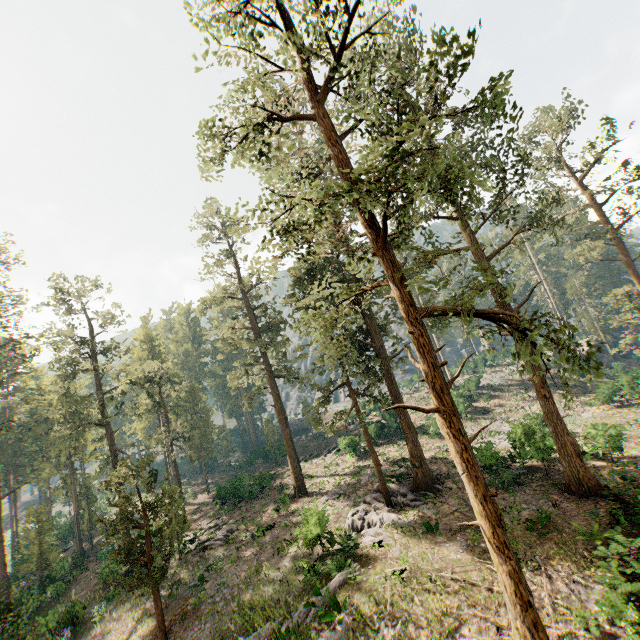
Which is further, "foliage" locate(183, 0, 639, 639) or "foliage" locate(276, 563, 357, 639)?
"foliage" locate(276, 563, 357, 639)

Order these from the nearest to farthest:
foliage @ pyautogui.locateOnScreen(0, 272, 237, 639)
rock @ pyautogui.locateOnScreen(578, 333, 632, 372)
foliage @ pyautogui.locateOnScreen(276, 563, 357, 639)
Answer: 1. foliage @ pyautogui.locateOnScreen(276, 563, 357, 639)
2. foliage @ pyautogui.locateOnScreen(0, 272, 237, 639)
3. rock @ pyautogui.locateOnScreen(578, 333, 632, 372)

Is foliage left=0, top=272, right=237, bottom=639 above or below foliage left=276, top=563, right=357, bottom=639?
above

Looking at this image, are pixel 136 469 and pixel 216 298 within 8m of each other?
no

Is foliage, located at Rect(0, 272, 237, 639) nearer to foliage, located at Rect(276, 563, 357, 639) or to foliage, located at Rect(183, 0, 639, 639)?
foliage, located at Rect(183, 0, 639, 639)

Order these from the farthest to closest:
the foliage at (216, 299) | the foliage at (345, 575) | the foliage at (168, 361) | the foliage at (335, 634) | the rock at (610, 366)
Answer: the rock at (610, 366)
the foliage at (168, 361)
the foliage at (345, 575)
the foliage at (335, 634)
the foliage at (216, 299)

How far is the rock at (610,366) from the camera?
47.4m
